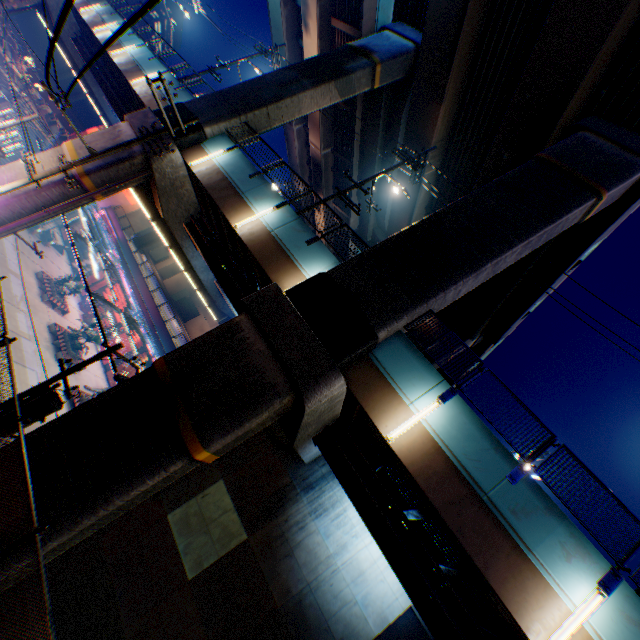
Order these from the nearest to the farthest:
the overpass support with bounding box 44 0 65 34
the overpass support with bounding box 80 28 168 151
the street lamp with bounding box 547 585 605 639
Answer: the street lamp with bounding box 547 585 605 639, the overpass support with bounding box 80 28 168 151, the overpass support with bounding box 44 0 65 34

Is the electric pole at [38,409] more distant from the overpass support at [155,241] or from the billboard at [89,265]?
the billboard at [89,265]

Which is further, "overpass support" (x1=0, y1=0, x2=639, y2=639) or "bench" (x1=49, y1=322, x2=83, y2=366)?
"bench" (x1=49, y1=322, x2=83, y2=366)

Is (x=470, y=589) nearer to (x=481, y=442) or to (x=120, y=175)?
(x=481, y=442)

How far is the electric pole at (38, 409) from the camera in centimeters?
988cm

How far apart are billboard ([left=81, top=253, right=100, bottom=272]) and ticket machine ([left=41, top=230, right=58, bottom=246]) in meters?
4.0

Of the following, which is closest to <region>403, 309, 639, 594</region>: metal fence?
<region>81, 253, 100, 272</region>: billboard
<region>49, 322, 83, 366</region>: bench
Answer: <region>81, 253, 100, 272</region>: billboard

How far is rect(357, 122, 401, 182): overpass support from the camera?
24.0 meters
